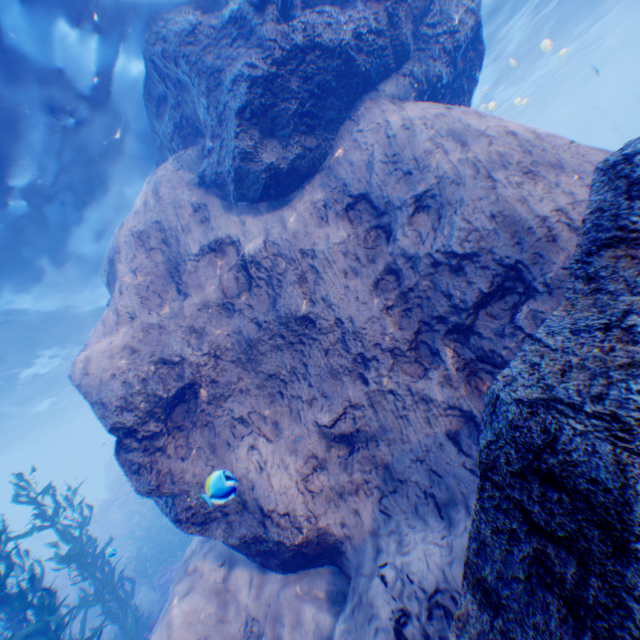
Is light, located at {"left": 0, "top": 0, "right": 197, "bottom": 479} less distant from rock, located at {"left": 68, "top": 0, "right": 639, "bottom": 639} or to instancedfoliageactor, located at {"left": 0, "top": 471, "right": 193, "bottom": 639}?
rock, located at {"left": 68, "top": 0, "right": 639, "bottom": 639}

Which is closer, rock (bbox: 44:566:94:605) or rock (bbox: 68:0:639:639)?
rock (bbox: 68:0:639:639)

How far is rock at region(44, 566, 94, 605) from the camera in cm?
1523

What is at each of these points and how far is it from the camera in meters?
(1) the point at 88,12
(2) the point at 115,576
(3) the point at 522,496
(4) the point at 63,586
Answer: (1) light, 5.9 m
(2) instancedfoliageactor, 9.6 m
(3) rock, 1.9 m
(4) rock, 15.5 m

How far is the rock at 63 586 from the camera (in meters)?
Result: 15.23

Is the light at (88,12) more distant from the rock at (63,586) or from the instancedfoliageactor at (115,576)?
the instancedfoliageactor at (115,576)

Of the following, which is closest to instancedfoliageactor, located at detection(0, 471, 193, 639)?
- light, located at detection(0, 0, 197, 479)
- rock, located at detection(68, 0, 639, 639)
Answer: rock, located at detection(68, 0, 639, 639)
